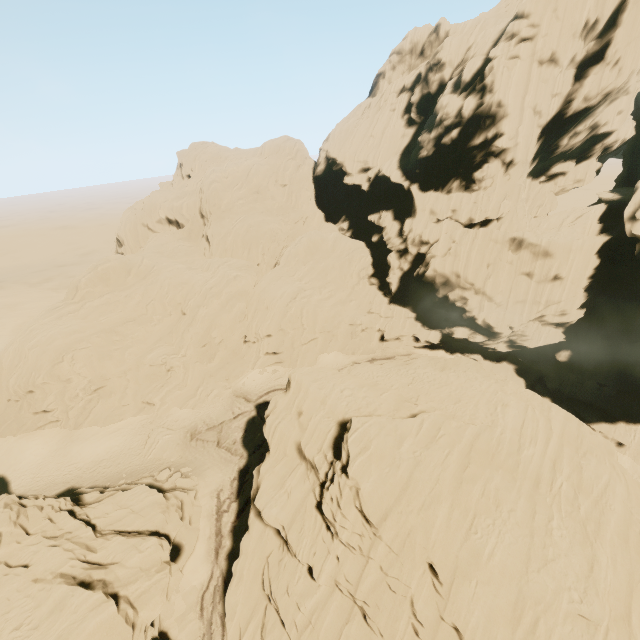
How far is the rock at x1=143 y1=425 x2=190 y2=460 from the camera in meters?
33.4

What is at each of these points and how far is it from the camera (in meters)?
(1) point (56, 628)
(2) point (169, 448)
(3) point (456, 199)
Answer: (1) rock, 13.01
(2) rock, 33.62
(3) rock, 38.78

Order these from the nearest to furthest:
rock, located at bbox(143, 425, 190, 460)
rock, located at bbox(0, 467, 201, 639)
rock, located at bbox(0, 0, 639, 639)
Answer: rock, located at bbox(0, 467, 201, 639) → rock, located at bbox(0, 0, 639, 639) → rock, located at bbox(143, 425, 190, 460)

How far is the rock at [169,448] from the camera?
33.4 meters

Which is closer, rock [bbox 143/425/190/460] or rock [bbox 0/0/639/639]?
rock [bbox 0/0/639/639]

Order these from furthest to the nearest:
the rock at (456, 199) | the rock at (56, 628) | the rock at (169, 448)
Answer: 1. the rock at (169, 448)
2. the rock at (456, 199)
3. the rock at (56, 628)
